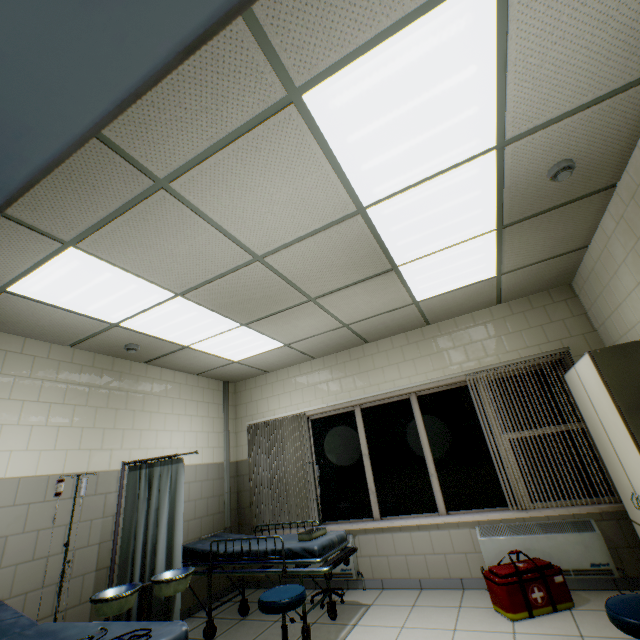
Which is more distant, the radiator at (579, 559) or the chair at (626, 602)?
the radiator at (579, 559)

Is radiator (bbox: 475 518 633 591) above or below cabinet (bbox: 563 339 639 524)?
below

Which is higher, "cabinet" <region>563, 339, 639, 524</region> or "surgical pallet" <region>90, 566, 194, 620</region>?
"cabinet" <region>563, 339, 639, 524</region>

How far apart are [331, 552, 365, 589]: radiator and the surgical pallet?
2.0m

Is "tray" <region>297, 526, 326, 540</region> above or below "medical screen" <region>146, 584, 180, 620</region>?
above

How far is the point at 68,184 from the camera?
1.96m

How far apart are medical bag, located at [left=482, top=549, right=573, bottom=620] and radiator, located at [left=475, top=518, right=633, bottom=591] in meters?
0.2

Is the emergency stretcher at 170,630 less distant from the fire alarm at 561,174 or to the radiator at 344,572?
the radiator at 344,572
